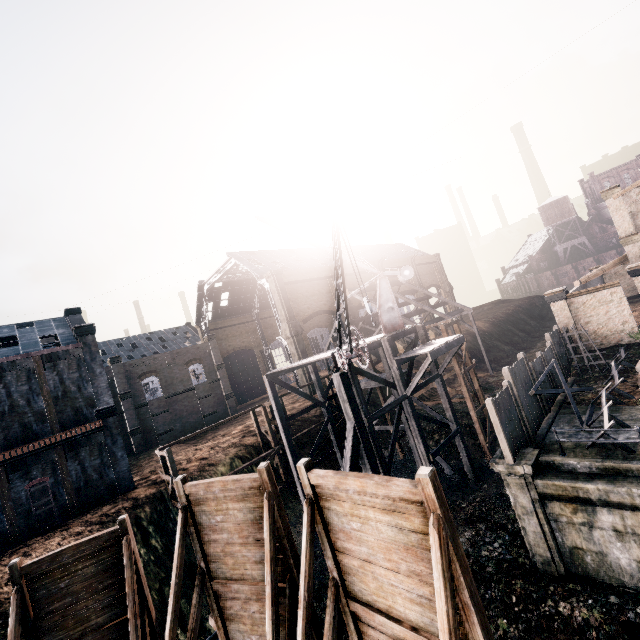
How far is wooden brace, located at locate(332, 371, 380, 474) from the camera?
16.3m

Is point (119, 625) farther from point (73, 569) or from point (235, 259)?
point (235, 259)

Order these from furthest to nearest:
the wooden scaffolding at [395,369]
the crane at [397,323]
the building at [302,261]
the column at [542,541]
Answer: the building at [302,261] → the wooden scaffolding at [395,369] → the column at [542,541] → the crane at [397,323]

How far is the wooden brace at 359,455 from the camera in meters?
16.3

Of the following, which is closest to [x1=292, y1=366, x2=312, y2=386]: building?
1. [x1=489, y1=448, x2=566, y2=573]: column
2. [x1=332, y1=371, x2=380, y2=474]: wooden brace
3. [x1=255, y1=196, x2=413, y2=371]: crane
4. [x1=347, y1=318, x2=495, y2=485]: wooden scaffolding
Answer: [x1=347, y1=318, x2=495, y2=485]: wooden scaffolding

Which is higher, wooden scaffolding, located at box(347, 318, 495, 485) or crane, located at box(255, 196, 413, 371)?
crane, located at box(255, 196, 413, 371)

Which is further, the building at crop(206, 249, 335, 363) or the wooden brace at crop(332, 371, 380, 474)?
the building at crop(206, 249, 335, 363)

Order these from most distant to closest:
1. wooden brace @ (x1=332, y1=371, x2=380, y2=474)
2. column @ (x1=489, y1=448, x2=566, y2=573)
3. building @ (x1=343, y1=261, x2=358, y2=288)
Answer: building @ (x1=343, y1=261, x2=358, y2=288) → wooden brace @ (x1=332, y1=371, x2=380, y2=474) → column @ (x1=489, y1=448, x2=566, y2=573)
